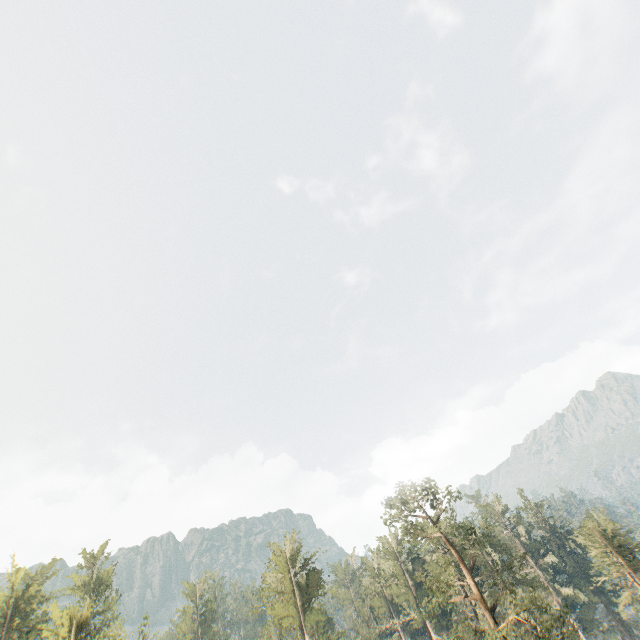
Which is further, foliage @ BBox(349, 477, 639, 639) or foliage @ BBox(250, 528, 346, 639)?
foliage @ BBox(250, 528, 346, 639)

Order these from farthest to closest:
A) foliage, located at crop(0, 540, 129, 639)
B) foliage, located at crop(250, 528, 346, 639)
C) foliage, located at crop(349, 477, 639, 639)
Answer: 1. foliage, located at crop(250, 528, 346, 639)
2. foliage, located at crop(0, 540, 129, 639)
3. foliage, located at crop(349, 477, 639, 639)

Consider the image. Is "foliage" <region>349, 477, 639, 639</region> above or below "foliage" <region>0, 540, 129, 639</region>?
below

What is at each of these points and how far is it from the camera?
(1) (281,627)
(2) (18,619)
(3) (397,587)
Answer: (1) foliage, 31.53m
(2) foliage, 42.34m
(3) foliage, 50.59m

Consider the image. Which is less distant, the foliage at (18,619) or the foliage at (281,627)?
the foliage at (18,619)
